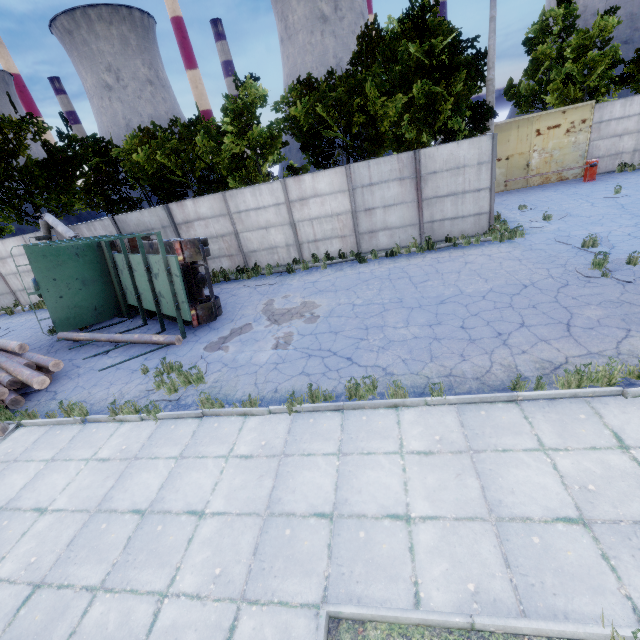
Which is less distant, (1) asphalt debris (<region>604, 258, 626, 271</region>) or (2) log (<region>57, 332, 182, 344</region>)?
(1) asphalt debris (<region>604, 258, 626, 271</region>)

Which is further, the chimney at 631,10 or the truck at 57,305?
the chimney at 631,10

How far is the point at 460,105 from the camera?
13.7 meters

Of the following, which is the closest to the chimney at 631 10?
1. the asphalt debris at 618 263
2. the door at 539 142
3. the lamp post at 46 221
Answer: the door at 539 142

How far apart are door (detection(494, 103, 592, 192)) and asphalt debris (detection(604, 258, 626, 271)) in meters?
13.0

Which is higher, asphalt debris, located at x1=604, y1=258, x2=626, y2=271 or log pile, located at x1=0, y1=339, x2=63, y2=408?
log pile, located at x1=0, y1=339, x2=63, y2=408

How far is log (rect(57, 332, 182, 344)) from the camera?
9.9 meters

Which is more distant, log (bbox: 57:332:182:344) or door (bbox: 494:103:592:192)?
door (bbox: 494:103:592:192)
